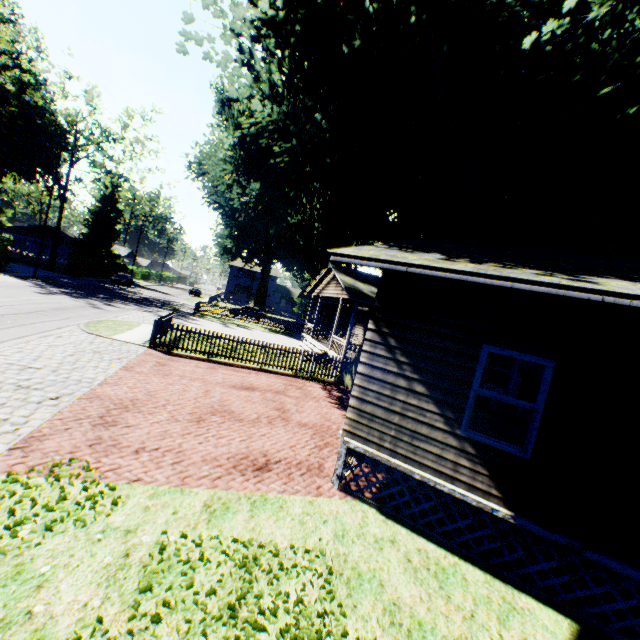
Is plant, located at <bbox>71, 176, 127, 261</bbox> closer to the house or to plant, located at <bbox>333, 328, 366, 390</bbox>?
plant, located at <bbox>333, 328, 366, 390</bbox>

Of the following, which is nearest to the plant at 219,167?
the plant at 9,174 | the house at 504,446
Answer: the house at 504,446

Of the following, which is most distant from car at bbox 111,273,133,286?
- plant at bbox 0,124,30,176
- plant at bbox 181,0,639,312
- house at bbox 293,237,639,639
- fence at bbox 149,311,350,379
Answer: house at bbox 293,237,639,639

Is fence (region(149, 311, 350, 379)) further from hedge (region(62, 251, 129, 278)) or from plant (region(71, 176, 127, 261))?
plant (region(71, 176, 127, 261))

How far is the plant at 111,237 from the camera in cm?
5500

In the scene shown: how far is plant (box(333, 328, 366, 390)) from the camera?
15.2m

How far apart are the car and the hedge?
2.74m

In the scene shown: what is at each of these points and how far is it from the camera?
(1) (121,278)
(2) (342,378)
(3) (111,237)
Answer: (1) car, 44.4 meters
(2) plant, 16.1 meters
(3) plant, 57.6 meters
